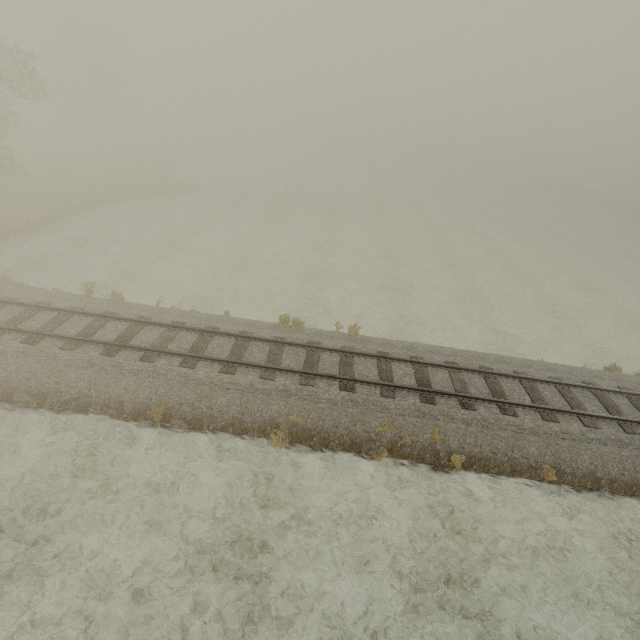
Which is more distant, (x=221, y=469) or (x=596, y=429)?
(x=596, y=429)
